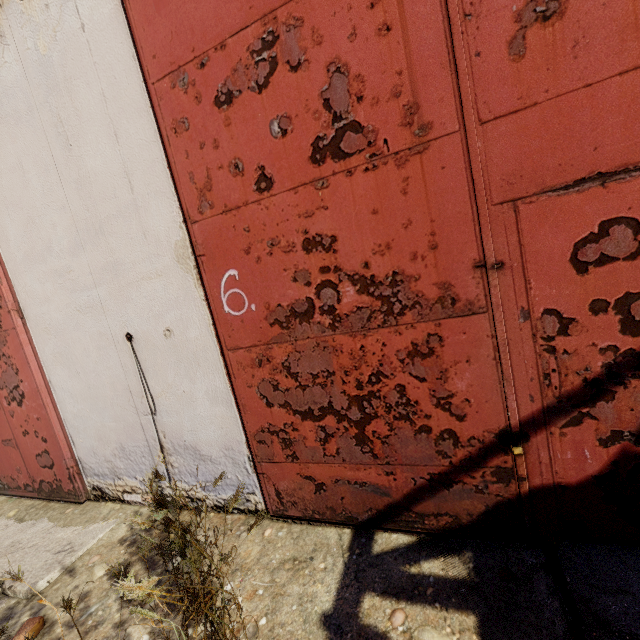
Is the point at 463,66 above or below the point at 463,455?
above

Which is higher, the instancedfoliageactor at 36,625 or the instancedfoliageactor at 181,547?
the instancedfoliageactor at 181,547

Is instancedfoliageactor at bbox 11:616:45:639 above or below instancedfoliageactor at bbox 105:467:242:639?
below
